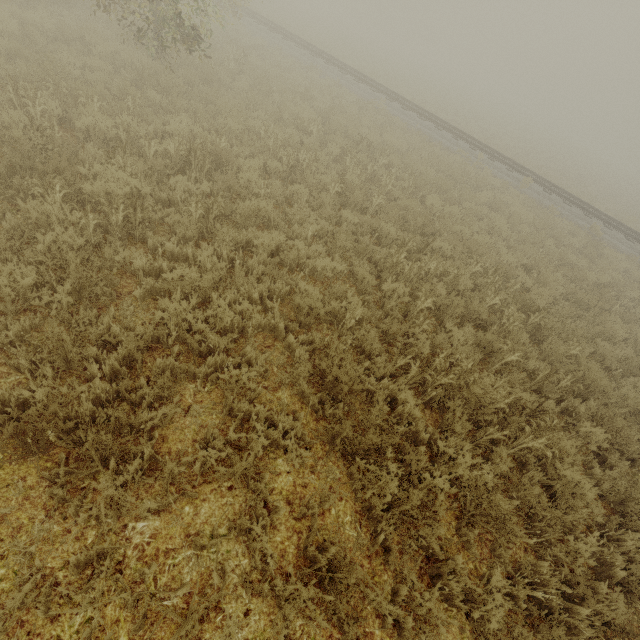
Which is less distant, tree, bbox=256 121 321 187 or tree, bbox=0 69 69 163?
tree, bbox=0 69 69 163

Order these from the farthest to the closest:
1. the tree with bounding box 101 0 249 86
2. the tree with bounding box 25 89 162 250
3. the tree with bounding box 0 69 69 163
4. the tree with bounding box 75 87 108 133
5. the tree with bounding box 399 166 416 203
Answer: the tree with bounding box 399 166 416 203
the tree with bounding box 101 0 249 86
the tree with bounding box 75 87 108 133
the tree with bounding box 0 69 69 163
the tree with bounding box 25 89 162 250

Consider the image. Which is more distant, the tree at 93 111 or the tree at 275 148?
the tree at 275 148

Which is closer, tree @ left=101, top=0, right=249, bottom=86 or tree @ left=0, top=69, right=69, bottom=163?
tree @ left=0, top=69, right=69, bottom=163

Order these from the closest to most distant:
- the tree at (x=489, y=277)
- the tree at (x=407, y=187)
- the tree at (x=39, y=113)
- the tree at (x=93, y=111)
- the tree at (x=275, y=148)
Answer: the tree at (x=39, y=113) → the tree at (x=93, y=111) → the tree at (x=489, y=277) → the tree at (x=275, y=148) → the tree at (x=407, y=187)

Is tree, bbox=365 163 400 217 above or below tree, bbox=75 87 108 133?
below

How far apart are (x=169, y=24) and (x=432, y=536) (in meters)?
10.99
